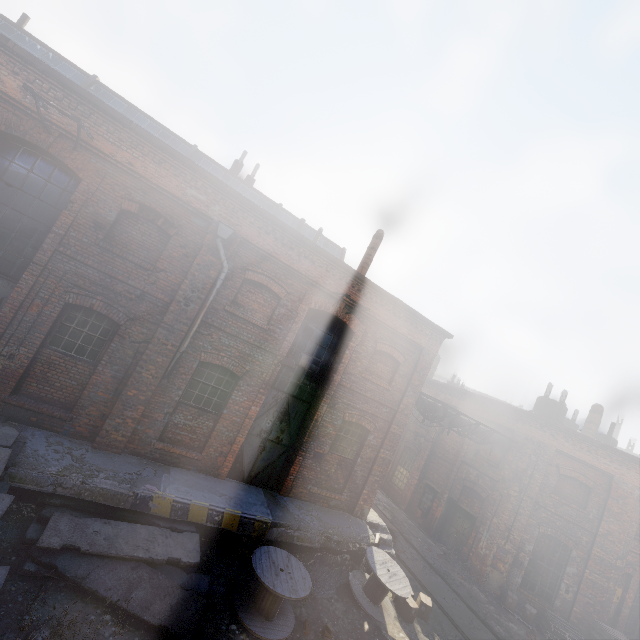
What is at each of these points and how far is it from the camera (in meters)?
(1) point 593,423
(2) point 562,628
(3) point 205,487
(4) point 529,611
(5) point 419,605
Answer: (1) building, 18.25
(2) pallet, 12.47
(3) building, 8.66
(4) carton, 12.62
(5) carton, 9.80

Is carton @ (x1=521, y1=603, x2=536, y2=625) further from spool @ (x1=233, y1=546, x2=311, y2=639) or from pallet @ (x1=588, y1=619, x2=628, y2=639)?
spool @ (x1=233, y1=546, x2=311, y2=639)

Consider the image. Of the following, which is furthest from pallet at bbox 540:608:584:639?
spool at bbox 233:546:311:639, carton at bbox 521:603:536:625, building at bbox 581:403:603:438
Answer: spool at bbox 233:546:311:639

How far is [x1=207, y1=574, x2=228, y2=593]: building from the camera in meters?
7.3 m

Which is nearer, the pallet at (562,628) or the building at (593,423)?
the pallet at (562,628)

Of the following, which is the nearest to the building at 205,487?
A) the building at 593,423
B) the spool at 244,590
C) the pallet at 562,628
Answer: the spool at 244,590

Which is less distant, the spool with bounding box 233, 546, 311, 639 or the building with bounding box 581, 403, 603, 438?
the spool with bounding box 233, 546, 311, 639

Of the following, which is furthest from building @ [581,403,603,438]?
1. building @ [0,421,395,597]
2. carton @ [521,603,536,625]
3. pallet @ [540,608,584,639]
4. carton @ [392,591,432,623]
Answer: carton @ [392,591,432,623]
